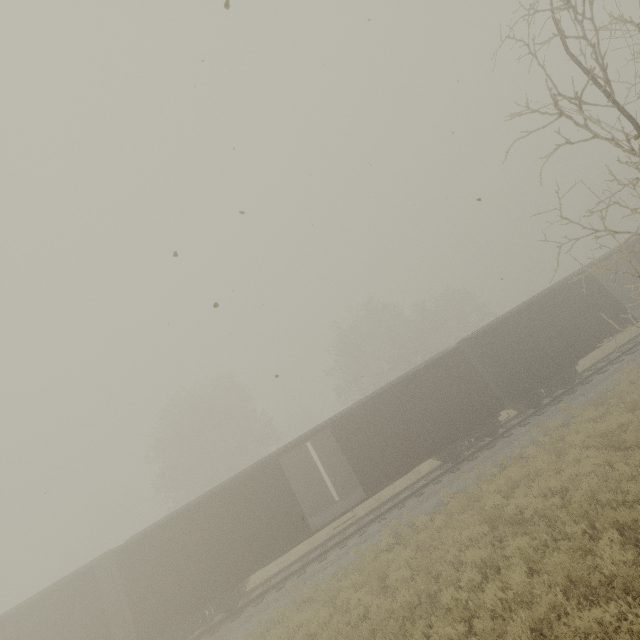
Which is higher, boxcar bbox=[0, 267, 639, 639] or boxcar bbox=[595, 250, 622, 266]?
boxcar bbox=[595, 250, 622, 266]

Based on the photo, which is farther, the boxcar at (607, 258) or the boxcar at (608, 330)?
the boxcar at (607, 258)

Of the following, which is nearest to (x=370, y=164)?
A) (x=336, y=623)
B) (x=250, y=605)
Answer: (x=336, y=623)

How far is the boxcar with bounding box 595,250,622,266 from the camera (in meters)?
17.94

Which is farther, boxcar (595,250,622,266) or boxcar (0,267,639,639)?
boxcar (595,250,622,266)

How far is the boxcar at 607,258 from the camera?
17.94m
